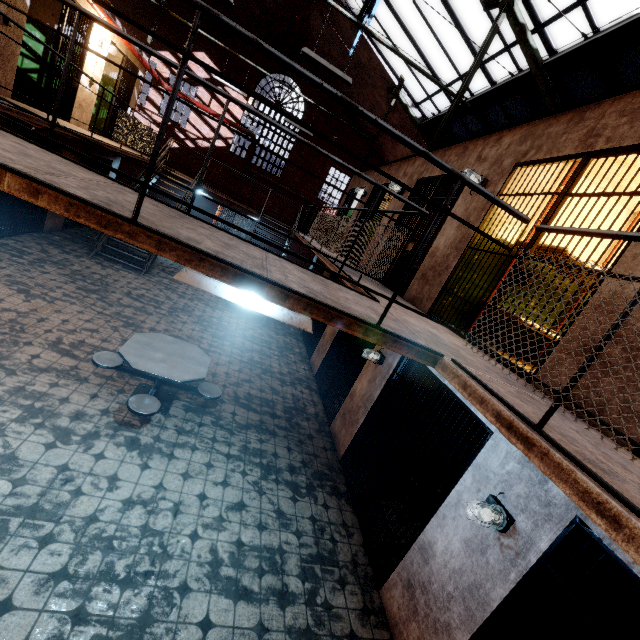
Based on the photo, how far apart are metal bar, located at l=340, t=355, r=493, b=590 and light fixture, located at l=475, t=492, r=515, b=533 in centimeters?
39cm

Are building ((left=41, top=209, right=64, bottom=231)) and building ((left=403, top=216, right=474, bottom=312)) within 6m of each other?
no

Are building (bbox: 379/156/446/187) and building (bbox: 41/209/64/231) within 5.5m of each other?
no

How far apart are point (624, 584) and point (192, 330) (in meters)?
7.94

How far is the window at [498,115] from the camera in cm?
799

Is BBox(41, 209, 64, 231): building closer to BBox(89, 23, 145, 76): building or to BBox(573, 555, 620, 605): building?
BBox(89, 23, 145, 76): building

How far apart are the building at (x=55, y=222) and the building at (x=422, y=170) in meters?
8.0

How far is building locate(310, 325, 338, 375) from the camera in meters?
8.4
